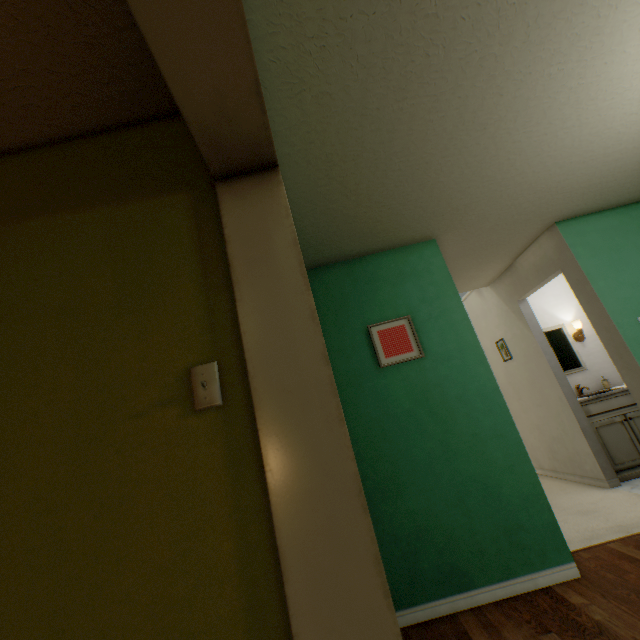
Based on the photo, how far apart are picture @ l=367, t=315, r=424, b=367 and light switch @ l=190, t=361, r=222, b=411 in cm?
174

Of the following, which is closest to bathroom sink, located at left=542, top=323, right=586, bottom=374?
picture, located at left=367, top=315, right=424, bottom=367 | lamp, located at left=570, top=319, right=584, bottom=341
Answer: lamp, located at left=570, top=319, right=584, bottom=341

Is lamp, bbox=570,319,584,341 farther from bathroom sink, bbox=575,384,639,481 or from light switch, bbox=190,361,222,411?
light switch, bbox=190,361,222,411

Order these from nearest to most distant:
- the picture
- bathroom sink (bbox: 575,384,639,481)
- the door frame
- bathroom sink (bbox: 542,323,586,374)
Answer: the door frame
the picture
bathroom sink (bbox: 575,384,639,481)
bathroom sink (bbox: 542,323,586,374)

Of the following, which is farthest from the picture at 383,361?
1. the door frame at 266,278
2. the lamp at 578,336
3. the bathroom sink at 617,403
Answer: the lamp at 578,336

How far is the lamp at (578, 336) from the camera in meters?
4.2 m

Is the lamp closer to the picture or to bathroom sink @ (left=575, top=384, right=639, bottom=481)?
bathroom sink @ (left=575, top=384, right=639, bottom=481)

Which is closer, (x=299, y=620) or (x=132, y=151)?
(x=299, y=620)
